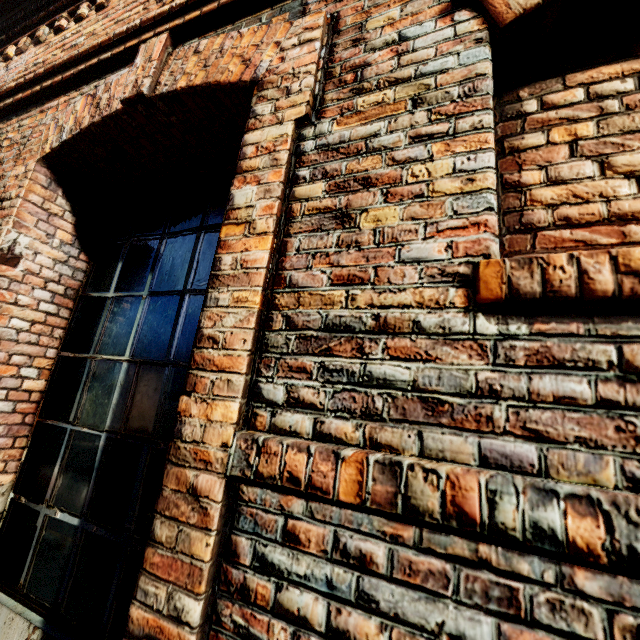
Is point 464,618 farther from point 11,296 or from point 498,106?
point 11,296
